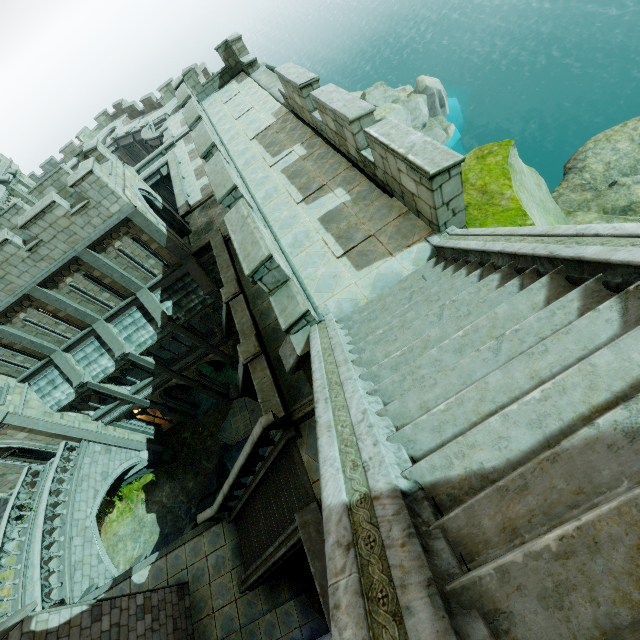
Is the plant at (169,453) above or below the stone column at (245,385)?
below

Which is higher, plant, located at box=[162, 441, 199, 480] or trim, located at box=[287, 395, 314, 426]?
trim, located at box=[287, 395, 314, 426]

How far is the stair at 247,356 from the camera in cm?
1180

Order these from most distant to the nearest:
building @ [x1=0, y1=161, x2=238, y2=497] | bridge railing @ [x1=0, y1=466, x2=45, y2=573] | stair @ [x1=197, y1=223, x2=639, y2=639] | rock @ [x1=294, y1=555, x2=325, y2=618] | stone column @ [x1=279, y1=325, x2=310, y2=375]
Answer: bridge railing @ [x1=0, y1=466, x2=45, y2=573], building @ [x1=0, y1=161, x2=238, y2=497], rock @ [x1=294, y1=555, x2=325, y2=618], stone column @ [x1=279, y1=325, x2=310, y2=375], stair @ [x1=197, y1=223, x2=639, y2=639]

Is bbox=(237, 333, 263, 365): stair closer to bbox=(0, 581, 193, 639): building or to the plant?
bbox=(0, 581, 193, 639): building

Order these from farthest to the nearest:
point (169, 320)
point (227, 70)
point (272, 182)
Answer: point (169, 320)
point (227, 70)
point (272, 182)

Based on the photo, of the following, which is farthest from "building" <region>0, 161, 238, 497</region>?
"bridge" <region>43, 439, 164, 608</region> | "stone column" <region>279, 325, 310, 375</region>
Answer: "stone column" <region>279, 325, 310, 375</region>

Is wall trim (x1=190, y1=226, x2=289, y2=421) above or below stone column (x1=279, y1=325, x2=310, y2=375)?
below
